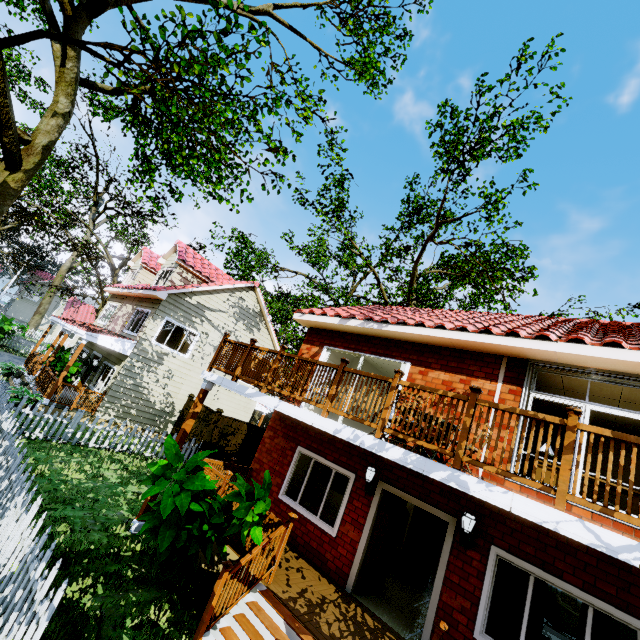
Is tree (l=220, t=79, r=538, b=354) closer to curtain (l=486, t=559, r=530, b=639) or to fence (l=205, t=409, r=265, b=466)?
fence (l=205, t=409, r=265, b=466)

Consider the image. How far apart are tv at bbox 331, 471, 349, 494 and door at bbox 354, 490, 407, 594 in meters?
3.0 m

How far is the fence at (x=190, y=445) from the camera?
13.66m

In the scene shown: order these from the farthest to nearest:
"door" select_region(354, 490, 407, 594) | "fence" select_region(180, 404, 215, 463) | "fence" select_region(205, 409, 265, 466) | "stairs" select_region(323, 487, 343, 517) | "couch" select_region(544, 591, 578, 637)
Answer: "fence" select_region(205, 409, 265, 466), "fence" select_region(180, 404, 215, 463), "stairs" select_region(323, 487, 343, 517), "couch" select_region(544, 591, 578, 637), "door" select_region(354, 490, 407, 594)

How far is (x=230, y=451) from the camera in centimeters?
1512cm

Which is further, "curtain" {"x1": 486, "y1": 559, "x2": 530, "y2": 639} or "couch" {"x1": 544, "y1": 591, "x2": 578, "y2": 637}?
"couch" {"x1": 544, "y1": 591, "x2": 578, "y2": 637}

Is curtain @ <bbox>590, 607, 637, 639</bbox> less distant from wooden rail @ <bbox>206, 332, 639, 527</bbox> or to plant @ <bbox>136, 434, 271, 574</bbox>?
wooden rail @ <bbox>206, 332, 639, 527</bbox>

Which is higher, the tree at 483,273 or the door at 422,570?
the tree at 483,273
